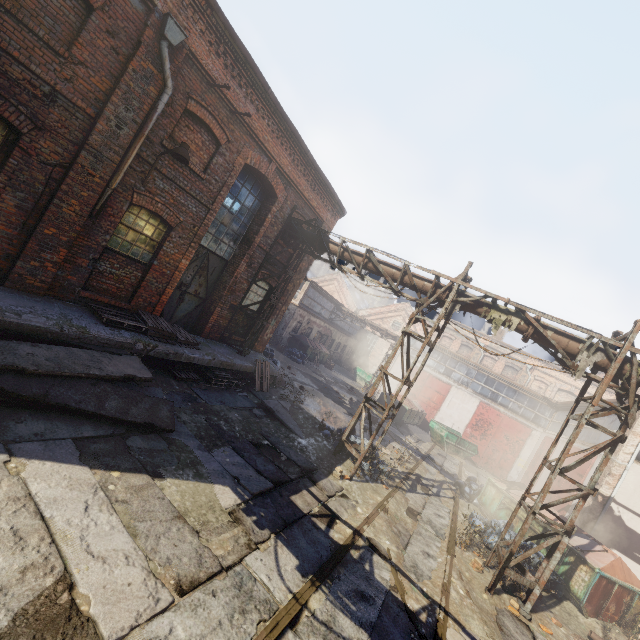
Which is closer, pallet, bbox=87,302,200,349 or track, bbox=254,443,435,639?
track, bbox=254,443,435,639

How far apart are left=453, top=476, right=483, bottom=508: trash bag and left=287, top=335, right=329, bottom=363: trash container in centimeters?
1486cm

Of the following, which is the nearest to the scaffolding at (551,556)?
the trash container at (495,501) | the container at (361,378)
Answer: the trash container at (495,501)

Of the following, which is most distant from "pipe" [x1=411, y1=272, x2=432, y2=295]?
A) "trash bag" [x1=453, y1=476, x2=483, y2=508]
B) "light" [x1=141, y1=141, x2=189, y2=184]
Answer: "trash bag" [x1=453, y1=476, x2=483, y2=508]

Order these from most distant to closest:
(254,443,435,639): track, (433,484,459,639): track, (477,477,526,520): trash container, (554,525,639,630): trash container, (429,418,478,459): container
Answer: (429,418,478,459): container, (477,477,526,520): trash container, (554,525,639,630): trash container, (433,484,459,639): track, (254,443,435,639): track

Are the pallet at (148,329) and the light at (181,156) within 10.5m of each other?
yes

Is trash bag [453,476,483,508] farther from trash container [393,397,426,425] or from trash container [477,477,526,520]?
trash container [393,397,426,425]

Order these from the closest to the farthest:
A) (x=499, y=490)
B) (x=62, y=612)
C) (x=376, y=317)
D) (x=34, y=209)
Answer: (x=62, y=612) → (x=34, y=209) → (x=499, y=490) → (x=376, y=317)
